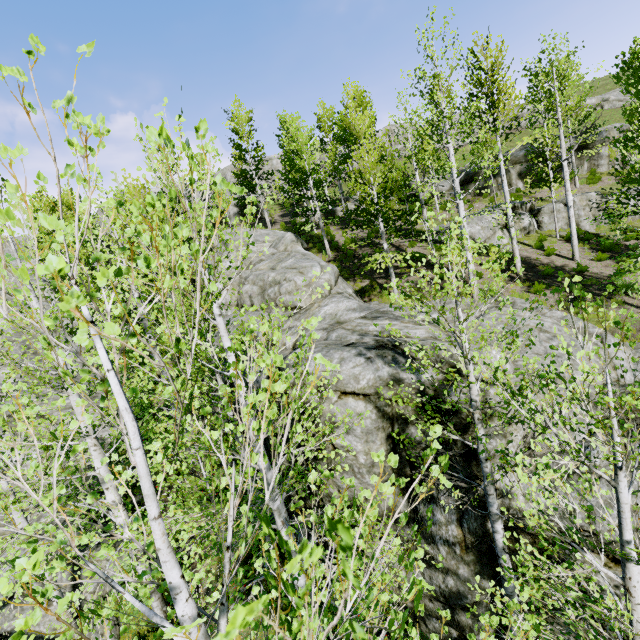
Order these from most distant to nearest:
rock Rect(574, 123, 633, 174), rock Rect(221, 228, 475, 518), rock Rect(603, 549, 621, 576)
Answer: rock Rect(574, 123, 633, 174)
rock Rect(221, 228, 475, 518)
rock Rect(603, 549, 621, 576)

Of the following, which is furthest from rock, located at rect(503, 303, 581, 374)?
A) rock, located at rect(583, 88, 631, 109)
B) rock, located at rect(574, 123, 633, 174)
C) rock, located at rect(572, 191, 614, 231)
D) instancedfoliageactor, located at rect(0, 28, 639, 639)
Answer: rock, located at rect(574, 123, 633, 174)

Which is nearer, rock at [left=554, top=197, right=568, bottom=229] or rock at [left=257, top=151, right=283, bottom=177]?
rock at [left=554, top=197, right=568, bottom=229]

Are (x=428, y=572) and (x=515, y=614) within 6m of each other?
yes

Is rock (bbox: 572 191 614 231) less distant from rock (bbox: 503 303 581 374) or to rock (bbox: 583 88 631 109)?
rock (bbox: 503 303 581 374)

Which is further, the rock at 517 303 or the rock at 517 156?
the rock at 517 156

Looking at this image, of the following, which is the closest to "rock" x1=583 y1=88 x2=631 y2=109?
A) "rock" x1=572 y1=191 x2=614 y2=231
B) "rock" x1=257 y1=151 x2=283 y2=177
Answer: "rock" x1=257 y1=151 x2=283 y2=177

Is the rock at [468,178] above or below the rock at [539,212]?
above
